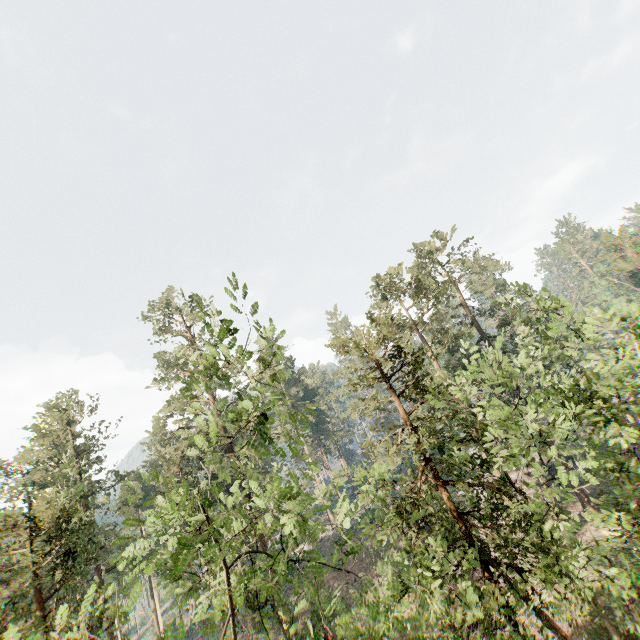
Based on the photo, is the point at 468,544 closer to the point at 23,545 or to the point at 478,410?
the point at 478,410
